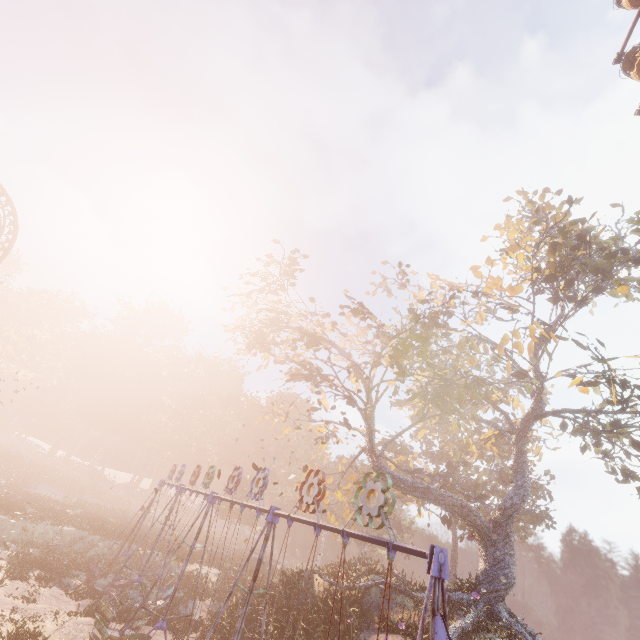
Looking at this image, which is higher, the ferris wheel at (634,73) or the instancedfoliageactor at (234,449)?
the ferris wheel at (634,73)

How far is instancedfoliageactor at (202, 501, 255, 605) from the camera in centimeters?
2522cm

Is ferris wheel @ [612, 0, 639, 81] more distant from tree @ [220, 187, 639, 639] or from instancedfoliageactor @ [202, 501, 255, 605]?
instancedfoliageactor @ [202, 501, 255, 605]

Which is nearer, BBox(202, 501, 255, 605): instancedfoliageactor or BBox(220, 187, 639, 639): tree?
BBox(220, 187, 639, 639): tree

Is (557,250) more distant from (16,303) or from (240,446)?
(16,303)

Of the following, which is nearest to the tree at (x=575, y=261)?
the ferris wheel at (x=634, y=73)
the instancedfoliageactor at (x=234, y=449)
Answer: the ferris wheel at (x=634, y=73)
